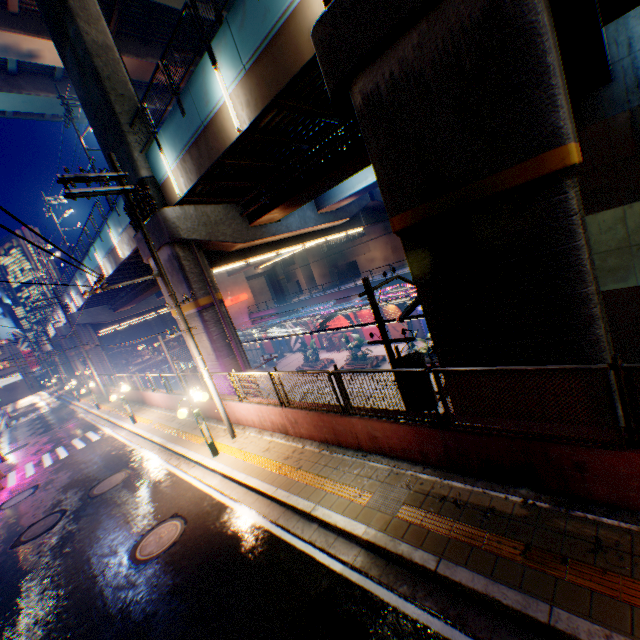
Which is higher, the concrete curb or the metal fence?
the metal fence

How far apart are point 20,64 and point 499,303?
33.96m

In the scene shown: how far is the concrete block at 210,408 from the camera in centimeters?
1325cm

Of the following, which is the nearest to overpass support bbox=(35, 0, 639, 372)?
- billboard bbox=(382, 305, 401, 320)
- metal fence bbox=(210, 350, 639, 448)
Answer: metal fence bbox=(210, 350, 639, 448)

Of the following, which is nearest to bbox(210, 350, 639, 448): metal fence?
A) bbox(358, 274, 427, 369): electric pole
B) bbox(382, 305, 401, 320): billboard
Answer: bbox(358, 274, 427, 369): electric pole

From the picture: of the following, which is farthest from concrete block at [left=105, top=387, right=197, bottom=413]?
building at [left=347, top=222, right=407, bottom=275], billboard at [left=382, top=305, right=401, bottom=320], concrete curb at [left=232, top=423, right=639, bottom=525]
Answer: building at [left=347, top=222, right=407, bottom=275]

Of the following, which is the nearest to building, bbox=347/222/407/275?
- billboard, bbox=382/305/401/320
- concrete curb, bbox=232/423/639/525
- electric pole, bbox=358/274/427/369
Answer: billboard, bbox=382/305/401/320

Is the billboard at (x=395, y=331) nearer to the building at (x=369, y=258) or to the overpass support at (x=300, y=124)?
the overpass support at (x=300, y=124)
